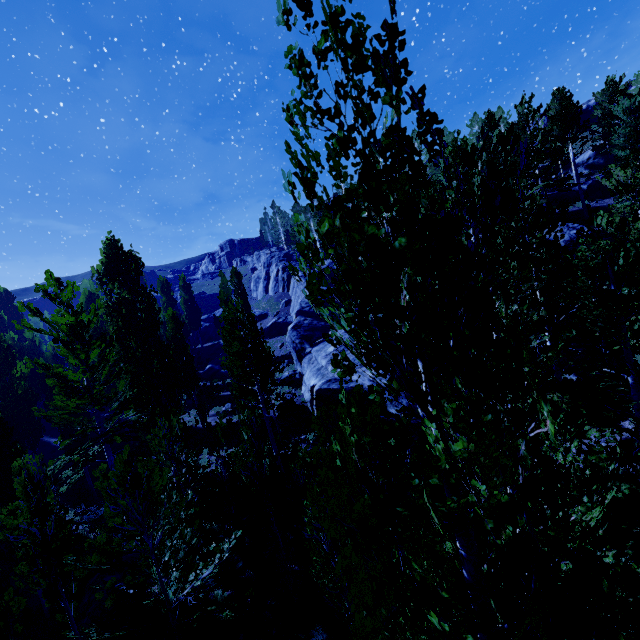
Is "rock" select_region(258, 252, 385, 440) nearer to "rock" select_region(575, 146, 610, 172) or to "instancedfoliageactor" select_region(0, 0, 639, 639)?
"instancedfoliageactor" select_region(0, 0, 639, 639)

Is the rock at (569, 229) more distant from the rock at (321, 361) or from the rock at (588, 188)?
the rock at (588, 188)

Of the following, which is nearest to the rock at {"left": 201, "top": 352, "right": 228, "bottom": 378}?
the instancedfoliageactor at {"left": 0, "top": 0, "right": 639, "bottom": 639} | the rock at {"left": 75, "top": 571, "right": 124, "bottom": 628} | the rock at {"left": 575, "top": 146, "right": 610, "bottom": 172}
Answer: the instancedfoliageactor at {"left": 0, "top": 0, "right": 639, "bottom": 639}

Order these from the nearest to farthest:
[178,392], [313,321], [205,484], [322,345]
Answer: [205,484], [178,392], [322,345], [313,321]

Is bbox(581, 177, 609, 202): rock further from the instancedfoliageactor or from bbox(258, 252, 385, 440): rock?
bbox(258, 252, 385, 440): rock

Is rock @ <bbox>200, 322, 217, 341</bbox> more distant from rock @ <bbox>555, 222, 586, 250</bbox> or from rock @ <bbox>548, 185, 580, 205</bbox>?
rock @ <bbox>548, 185, 580, 205</bbox>

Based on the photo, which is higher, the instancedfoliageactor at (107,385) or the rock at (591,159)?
the rock at (591,159)
